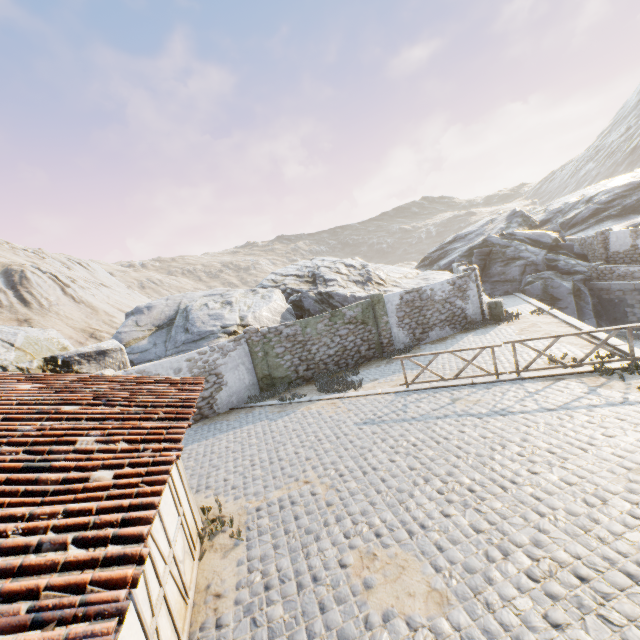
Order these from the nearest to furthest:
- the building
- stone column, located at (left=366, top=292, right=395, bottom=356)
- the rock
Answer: the building < the rock < stone column, located at (left=366, top=292, right=395, bottom=356)

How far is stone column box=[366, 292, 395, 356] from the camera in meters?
15.9

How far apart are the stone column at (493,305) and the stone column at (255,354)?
11.4m

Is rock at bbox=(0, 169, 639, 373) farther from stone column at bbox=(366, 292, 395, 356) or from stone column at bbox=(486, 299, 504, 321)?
stone column at bbox=(486, 299, 504, 321)

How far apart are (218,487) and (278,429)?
2.91m

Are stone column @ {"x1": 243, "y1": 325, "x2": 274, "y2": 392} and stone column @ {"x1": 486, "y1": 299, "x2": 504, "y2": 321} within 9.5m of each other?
no

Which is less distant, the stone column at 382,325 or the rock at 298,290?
the rock at 298,290

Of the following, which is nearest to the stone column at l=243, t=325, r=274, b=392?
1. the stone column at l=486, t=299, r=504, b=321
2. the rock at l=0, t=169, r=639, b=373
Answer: the rock at l=0, t=169, r=639, b=373
